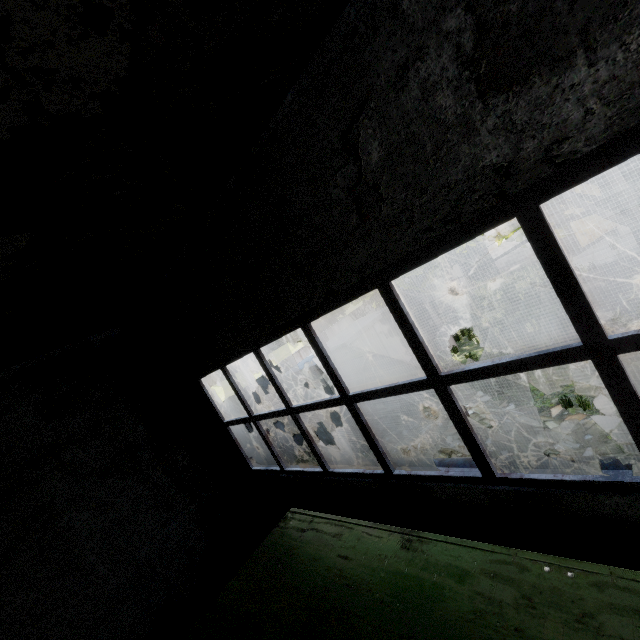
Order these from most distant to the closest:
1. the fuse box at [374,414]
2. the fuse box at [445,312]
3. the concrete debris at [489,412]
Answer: the fuse box at [445,312] < the fuse box at [374,414] < the concrete debris at [489,412]

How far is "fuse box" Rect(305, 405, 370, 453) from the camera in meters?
10.7

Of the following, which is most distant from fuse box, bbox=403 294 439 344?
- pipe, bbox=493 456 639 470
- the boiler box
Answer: the boiler box

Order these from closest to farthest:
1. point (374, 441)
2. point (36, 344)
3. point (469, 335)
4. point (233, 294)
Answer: point (374, 441) < point (233, 294) < point (36, 344) < point (469, 335)

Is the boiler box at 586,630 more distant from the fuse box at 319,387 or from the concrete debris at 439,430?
the fuse box at 319,387

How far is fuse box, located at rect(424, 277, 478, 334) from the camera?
16.98m

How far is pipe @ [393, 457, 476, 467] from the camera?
5.9 meters

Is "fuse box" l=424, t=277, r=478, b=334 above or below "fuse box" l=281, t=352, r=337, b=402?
below
